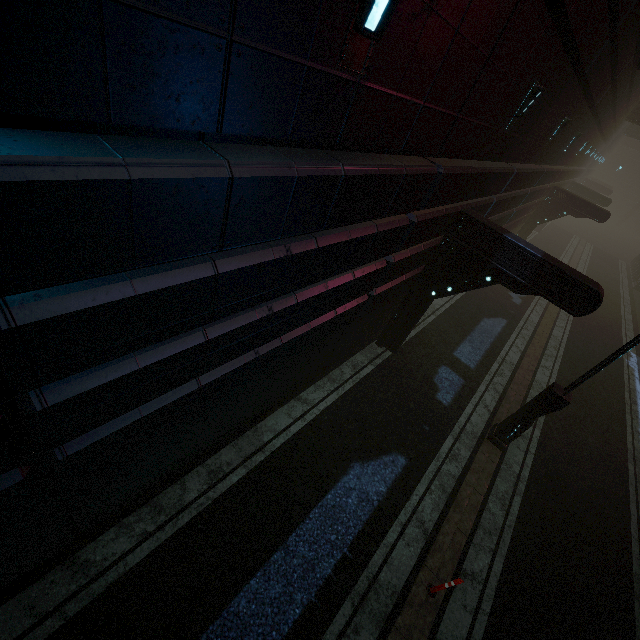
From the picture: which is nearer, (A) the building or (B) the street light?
(A) the building

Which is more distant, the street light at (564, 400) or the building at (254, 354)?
the street light at (564, 400)

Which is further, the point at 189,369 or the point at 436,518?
the point at 436,518
